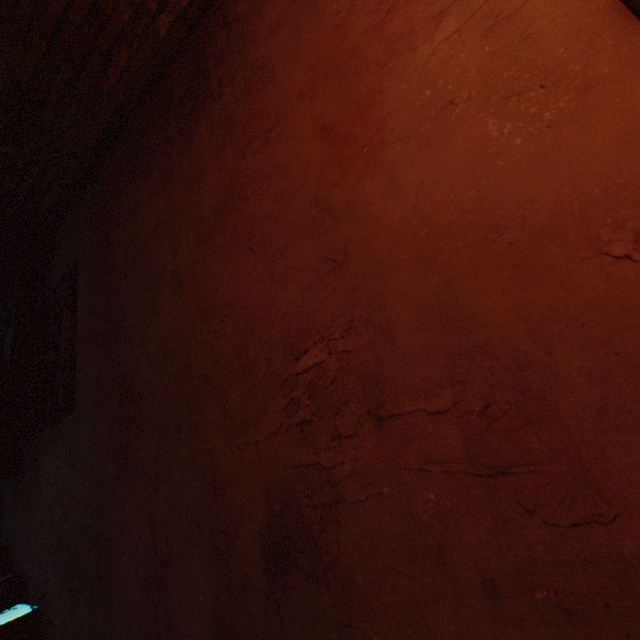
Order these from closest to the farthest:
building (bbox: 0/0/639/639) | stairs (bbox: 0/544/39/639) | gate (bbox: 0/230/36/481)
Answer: building (bbox: 0/0/639/639)
stairs (bbox: 0/544/39/639)
gate (bbox: 0/230/36/481)

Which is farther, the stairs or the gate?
the gate

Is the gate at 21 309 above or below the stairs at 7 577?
above

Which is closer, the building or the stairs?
the building

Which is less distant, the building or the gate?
the building

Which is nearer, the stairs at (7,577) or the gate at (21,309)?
the stairs at (7,577)

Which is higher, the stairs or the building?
the building

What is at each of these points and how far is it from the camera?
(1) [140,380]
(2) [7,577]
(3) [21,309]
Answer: (1) building, 1.9m
(2) stairs, 2.4m
(3) gate, 3.1m
